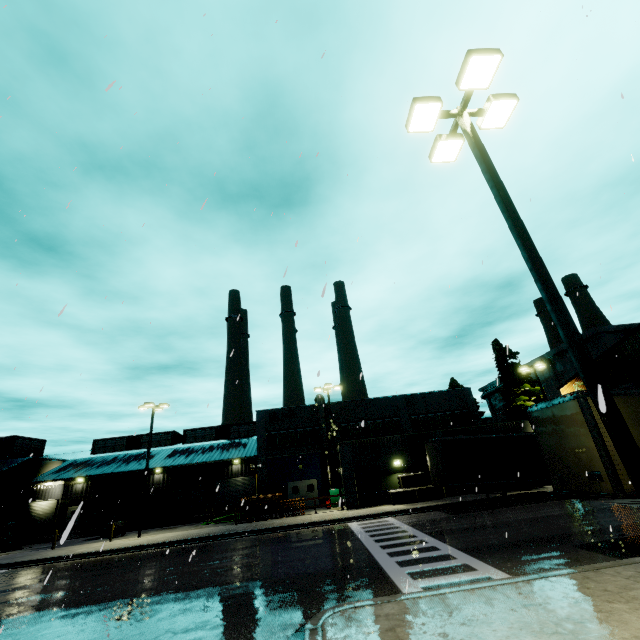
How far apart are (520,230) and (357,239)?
3.32m

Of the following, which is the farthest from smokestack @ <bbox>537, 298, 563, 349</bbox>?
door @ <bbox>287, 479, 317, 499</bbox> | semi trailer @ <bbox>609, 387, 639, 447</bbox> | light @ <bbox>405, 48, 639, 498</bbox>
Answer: light @ <bbox>405, 48, 639, 498</bbox>

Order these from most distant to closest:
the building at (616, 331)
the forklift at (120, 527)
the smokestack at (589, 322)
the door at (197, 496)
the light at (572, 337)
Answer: the smokestack at (589, 322) < the door at (197, 496) < the forklift at (120, 527) < the building at (616, 331) < the light at (572, 337)

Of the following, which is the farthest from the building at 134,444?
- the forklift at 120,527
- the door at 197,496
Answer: the forklift at 120,527

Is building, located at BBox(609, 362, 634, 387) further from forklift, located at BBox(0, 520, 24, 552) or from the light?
the light

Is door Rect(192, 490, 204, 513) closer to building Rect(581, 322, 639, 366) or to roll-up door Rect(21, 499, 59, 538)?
building Rect(581, 322, 639, 366)

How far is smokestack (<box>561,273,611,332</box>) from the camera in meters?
49.0 m

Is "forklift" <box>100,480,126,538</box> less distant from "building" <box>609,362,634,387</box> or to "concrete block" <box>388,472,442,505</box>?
"building" <box>609,362,634,387</box>
